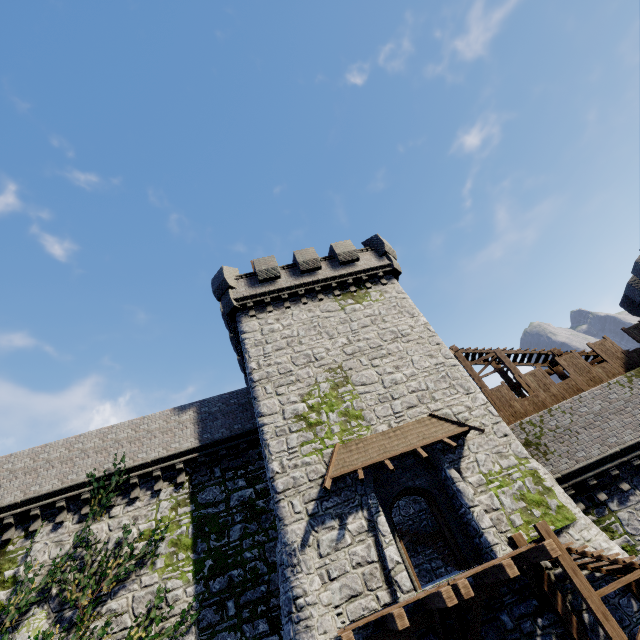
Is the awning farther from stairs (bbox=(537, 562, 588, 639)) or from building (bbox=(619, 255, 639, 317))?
building (bbox=(619, 255, 639, 317))

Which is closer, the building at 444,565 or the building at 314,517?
the building at 314,517

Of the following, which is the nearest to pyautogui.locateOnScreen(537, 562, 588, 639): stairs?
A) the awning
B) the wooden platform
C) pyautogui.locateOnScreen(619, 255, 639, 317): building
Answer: the wooden platform

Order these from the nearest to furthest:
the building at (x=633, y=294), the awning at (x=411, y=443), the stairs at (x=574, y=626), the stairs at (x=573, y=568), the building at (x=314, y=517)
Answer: the stairs at (x=573, y=568) < the stairs at (x=574, y=626) < the building at (x=314, y=517) < the awning at (x=411, y=443) < the building at (x=633, y=294)

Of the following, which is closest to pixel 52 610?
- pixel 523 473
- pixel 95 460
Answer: pixel 95 460

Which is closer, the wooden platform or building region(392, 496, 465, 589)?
the wooden platform

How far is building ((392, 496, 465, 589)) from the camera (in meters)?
14.40

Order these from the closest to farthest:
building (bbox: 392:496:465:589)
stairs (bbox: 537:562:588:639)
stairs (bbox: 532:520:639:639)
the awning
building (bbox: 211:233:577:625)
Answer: stairs (bbox: 532:520:639:639) < stairs (bbox: 537:562:588:639) < building (bbox: 211:233:577:625) < the awning < building (bbox: 392:496:465:589)
